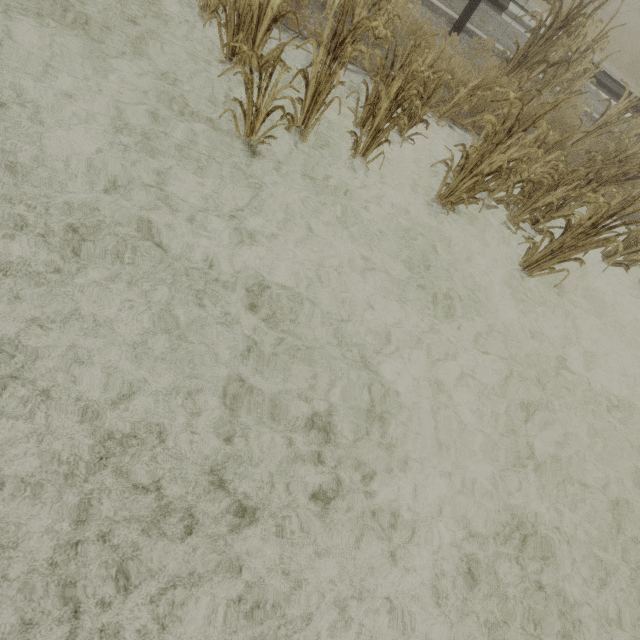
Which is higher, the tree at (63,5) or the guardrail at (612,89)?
the guardrail at (612,89)

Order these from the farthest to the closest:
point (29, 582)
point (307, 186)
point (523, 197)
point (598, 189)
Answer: point (598, 189) → point (523, 197) → point (307, 186) → point (29, 582)

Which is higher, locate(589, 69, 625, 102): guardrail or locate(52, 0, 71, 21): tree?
locate(589, 69, 625, 102): guardrail

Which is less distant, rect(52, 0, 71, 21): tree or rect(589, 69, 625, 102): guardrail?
rect(52, 0, 71, 21): tree

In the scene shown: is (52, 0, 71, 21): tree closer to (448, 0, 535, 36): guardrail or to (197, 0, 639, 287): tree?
(197, 0, 639, 287): tree

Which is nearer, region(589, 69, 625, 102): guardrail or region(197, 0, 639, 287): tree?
region(197, 0, 639, 287): tree

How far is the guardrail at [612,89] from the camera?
7.8 meters
